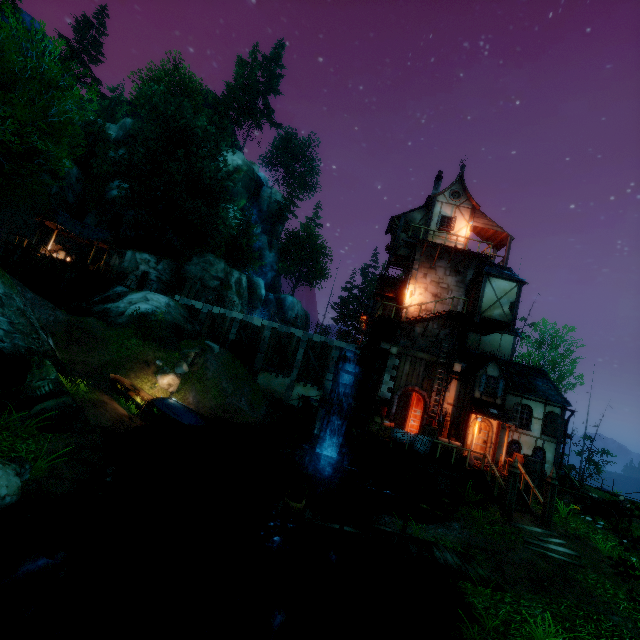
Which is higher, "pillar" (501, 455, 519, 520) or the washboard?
"pillar" (501, 455, 519, 520)

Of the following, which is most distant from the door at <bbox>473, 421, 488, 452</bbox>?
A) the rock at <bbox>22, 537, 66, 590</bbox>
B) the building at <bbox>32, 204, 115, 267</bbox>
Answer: the building at <bbox>32, 204, 115, 267</bbox>

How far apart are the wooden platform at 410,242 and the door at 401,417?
9.8 meters

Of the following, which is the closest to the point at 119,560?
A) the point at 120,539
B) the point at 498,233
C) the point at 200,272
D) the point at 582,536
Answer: the point at 120,539

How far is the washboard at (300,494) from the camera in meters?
10.7 m

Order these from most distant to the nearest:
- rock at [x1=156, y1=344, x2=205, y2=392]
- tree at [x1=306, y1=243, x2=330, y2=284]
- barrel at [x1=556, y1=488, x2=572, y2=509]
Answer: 1. tree at [x1=306, y1=243, x2=330, y2=284]
2. rock at [x1=156, y1=344, x2=205, y2=392]
3. barrel at [x1=556, y1=488, x2=572, y2=509]

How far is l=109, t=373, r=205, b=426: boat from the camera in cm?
1802

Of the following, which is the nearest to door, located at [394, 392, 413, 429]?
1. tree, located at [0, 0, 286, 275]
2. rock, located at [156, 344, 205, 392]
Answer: tree, located at [0, 0, 286, 275]
